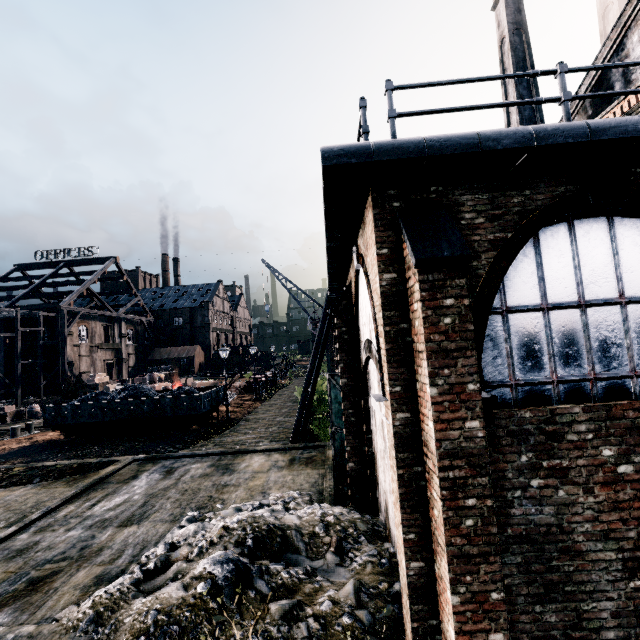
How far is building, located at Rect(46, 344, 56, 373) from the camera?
46.25m

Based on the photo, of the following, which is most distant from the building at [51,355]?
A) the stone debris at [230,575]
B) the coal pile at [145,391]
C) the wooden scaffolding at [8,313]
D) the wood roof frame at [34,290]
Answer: the stone debris at [230,575]

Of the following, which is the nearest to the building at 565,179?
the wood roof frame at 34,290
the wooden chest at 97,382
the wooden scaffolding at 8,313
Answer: the wooden chest at 97,382

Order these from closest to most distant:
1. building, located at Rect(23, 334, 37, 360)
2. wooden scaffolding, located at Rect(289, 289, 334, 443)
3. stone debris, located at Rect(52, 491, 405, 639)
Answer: stone debris, located at Rect(52, 491, 405, 639)
wooden scaffolding, located at Rect(289, 289, 334, 443)
building, located at Rect(23, 334, 37, 360)

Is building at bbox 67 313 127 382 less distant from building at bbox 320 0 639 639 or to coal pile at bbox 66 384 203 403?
building at bbox 320 0 639 639

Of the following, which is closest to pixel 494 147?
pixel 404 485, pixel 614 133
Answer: pixel 614 133

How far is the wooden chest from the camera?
40.0 meters

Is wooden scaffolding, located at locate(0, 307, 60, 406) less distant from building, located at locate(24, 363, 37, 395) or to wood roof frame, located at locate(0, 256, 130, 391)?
wood roof frame, located at locate(0, 256, 130, 391)
